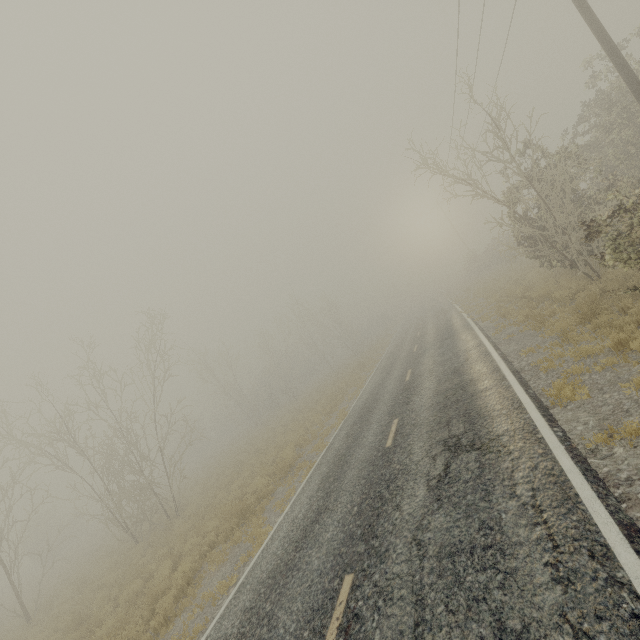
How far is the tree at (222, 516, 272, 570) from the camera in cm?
850

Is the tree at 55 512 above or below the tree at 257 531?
above

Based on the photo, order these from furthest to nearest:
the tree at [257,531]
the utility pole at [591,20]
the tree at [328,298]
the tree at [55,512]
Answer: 1. the tree at [328,298]
2. the tree at [55,512]
3. the utility pole at [591,20]
4. the tree at [257,531]

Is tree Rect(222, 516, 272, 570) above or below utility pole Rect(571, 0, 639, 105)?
below

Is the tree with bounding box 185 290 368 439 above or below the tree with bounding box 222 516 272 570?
above

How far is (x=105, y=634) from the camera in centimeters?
916cm
